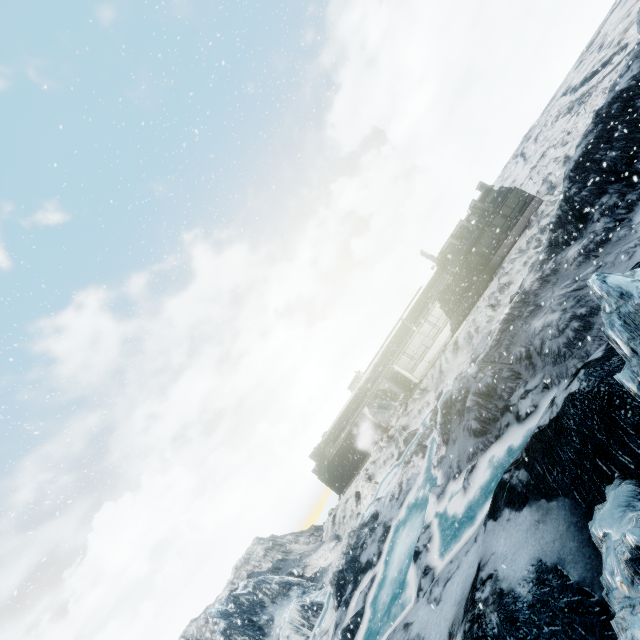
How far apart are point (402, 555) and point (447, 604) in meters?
6.5
